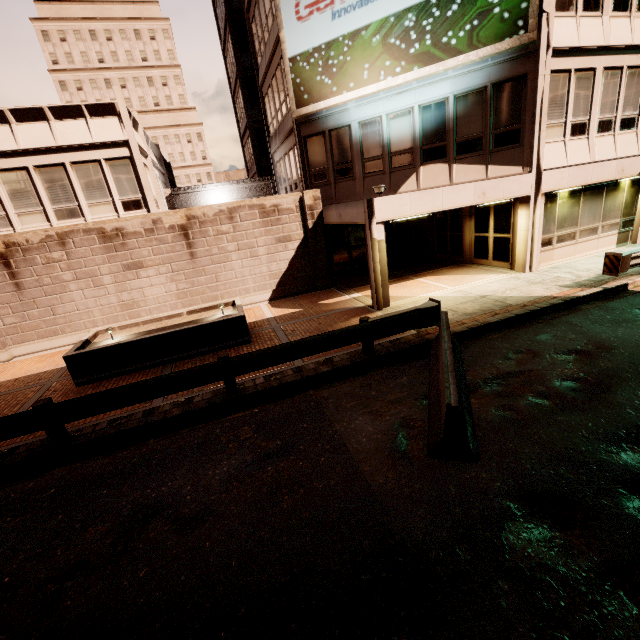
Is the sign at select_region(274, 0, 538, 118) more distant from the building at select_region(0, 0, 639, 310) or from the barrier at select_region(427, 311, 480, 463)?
the barrier at select_region(427, 311, 480, 463)

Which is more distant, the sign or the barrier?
the sign

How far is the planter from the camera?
9.0m

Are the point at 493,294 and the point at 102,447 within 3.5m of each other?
no

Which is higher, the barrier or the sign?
the sign

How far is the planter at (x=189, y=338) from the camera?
9.0 meters

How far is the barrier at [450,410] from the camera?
4.7 meters

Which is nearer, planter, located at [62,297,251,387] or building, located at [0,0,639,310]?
planter, located at [62,297,251,387]
